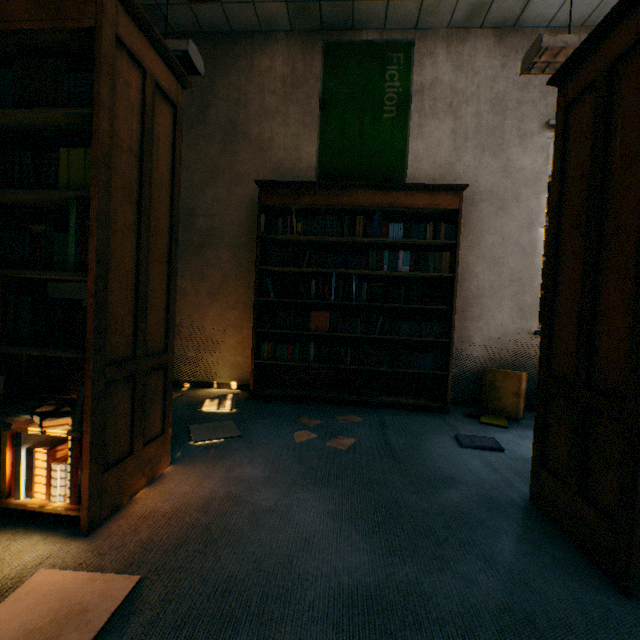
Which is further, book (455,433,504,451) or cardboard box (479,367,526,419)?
cardboard box (479,367,526,419)

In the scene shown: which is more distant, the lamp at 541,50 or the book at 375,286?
the book at 375,286

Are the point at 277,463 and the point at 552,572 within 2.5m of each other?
yes

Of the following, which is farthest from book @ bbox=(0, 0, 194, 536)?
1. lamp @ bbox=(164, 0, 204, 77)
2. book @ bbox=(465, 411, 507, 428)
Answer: book @ bbox=(465, 411, 507, 428)

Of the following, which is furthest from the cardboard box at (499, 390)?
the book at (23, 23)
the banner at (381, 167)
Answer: the book at (23, 23)

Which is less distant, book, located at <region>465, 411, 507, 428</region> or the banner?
book, located at <region>465, 411, 507, 428</region>

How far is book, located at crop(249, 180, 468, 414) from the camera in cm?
314

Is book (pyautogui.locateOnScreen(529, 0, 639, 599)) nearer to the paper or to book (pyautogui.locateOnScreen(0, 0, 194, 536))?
A: the paper
